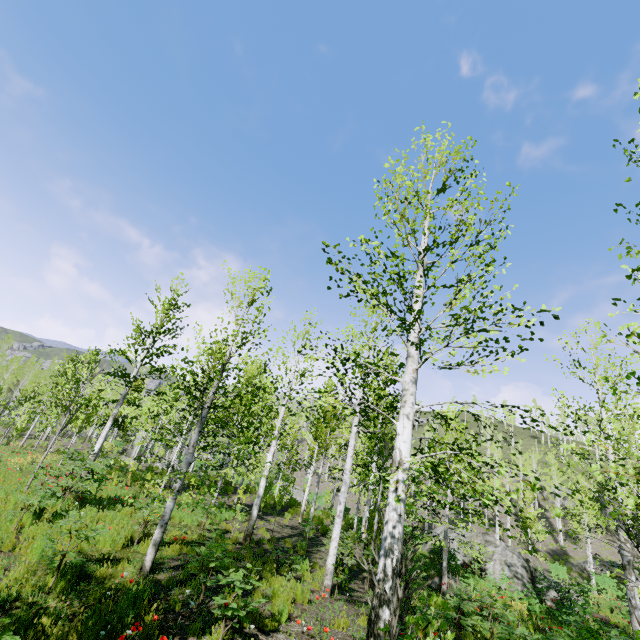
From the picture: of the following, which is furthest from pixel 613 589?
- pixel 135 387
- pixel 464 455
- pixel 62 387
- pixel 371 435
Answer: pixel 62 387

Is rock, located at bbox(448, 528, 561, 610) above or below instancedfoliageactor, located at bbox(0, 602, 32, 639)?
above

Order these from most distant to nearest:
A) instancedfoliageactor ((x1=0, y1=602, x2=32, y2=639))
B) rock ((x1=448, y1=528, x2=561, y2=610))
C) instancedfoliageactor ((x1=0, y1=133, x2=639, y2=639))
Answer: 1. rock ((x1=448, y1=528, x2=561, y2=610))
2. instancedfoliageactor ((x1=0, y1=133, x2=639, y2=639))
3. instancedfoliageactor ((x1=0, y1=602, x2=32, y2=639))

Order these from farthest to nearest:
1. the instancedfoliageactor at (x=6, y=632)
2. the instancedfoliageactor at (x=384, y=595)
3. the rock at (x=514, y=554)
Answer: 1. the rock at (x=514, y=554)
2. the instancedfoliageactor at (x=384, y=595)
3. the instancedfoliageactor at (x=6, y=632)

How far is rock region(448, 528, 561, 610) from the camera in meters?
16.9 m

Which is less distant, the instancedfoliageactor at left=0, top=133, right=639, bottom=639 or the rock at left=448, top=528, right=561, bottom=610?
the instancedfoliageactor at left=0, top=133, right=639, bottom=639

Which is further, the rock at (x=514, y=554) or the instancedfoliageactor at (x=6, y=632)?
the rock at (x=514, y=554)

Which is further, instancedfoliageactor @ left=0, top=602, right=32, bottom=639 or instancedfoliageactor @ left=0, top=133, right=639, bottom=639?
instancedfoliageactor @ left=0, top=133, right=639, bottom=639
